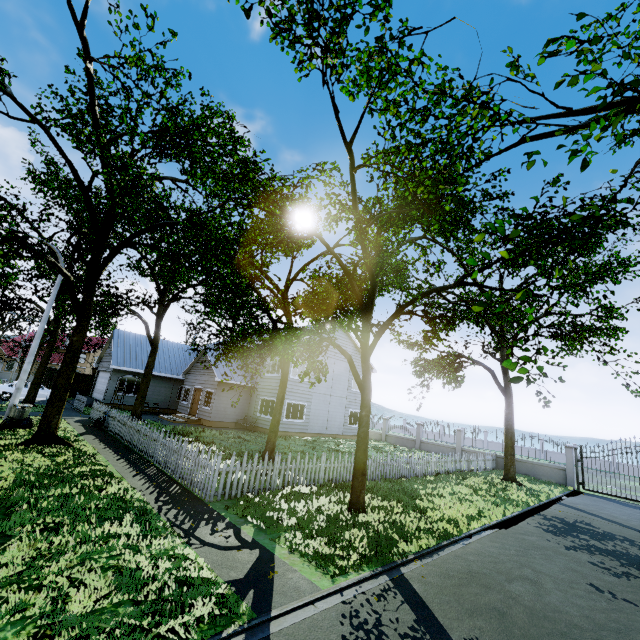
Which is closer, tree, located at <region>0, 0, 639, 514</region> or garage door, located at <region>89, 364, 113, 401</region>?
tree, located at <region>0, 0, 639, 514</region>

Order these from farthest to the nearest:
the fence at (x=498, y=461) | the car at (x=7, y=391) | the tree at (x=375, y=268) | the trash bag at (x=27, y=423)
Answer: the car at (x=7, y=391), the fence at (x=498, y=461), the trash bag at (x=27, y=423), the tree at (x=375, y=268)

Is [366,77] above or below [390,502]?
above

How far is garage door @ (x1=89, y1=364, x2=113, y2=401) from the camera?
25.9 meters

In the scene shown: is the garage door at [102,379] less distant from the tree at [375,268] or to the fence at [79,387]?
the tree at [375,268]

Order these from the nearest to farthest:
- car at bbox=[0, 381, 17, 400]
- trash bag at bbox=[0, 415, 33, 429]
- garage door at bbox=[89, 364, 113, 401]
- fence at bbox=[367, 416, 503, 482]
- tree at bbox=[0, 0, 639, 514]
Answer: tree at bbox=[0, 0, 639, 514] → trash bag at bbox=[0, 415, 33, 429] → fence at bbox=[367, 416, 503, 482] → car at bbox=[0, 381, 17, 400] → garage door at bbox=[89, 364, 113, 401]

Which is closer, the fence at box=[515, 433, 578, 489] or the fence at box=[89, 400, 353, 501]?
the fence at box=[89, 400, 353, 501]

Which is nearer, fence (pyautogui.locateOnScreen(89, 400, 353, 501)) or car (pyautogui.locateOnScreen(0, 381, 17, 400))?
fence (pyautogui.locateOnScreen(89, 400, 353, 501))
